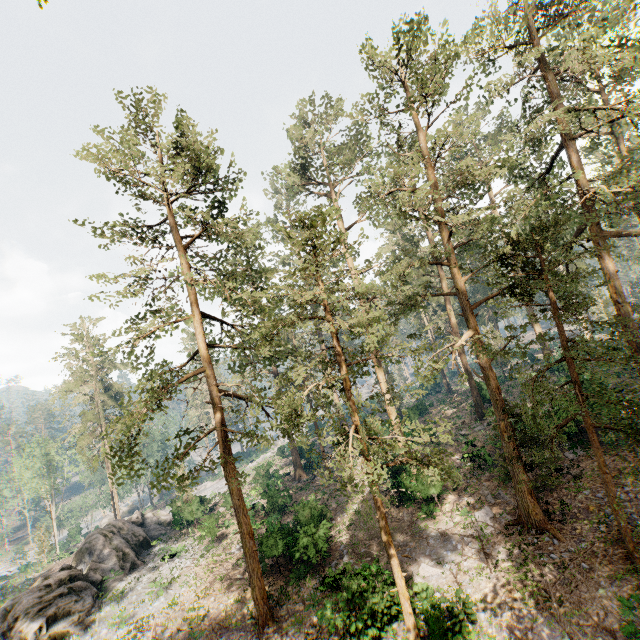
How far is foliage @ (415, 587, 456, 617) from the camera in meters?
12.7

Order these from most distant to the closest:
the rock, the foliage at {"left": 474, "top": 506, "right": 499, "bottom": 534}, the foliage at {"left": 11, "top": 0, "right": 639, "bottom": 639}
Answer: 1. the rock
2. the foliage at {"left": 474, "top": 506, "right": 499, "bottom": 534}
3. the foliage at {"left": 11, "top": 0, "right": 639, "bottom": 639}

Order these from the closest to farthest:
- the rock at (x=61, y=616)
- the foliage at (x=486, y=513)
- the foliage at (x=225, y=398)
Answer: the foliage at (x=225, y=398)
the foliage at (x=486, y=513)
the rock at (x=61, y=616)

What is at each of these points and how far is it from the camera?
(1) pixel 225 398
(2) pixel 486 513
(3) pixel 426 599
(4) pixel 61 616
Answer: (1) foliage, 19.9m
(2) foliage, 18.8m
(3) foliage, 15.1m
(4) rock, 20.9m

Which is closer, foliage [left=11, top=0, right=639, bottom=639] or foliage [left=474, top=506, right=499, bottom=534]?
foliage [left=11, top=0, right=639, bottom=639]

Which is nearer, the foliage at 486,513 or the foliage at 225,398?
the foliage at 225,398
